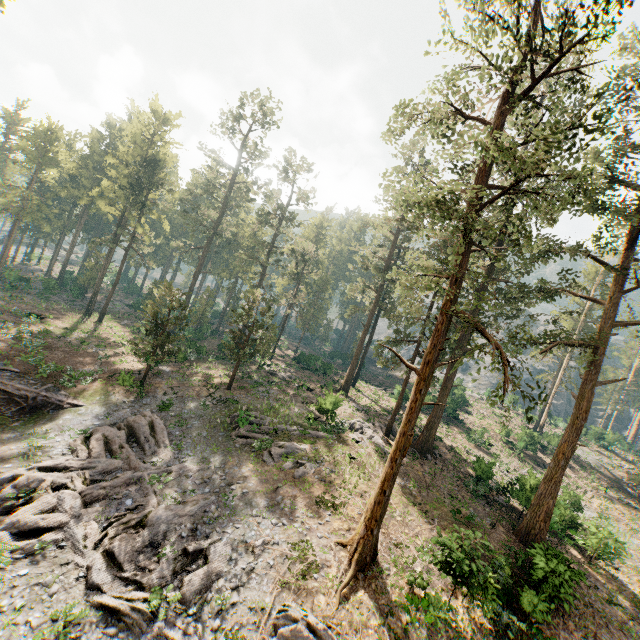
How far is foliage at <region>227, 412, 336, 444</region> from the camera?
23.7m

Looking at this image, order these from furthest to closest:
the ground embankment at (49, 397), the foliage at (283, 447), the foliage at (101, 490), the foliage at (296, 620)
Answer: the ground embankment at (49, 397), the foliage at (283, 447), the foliage at (101, 490), the foliage at (296, 620)

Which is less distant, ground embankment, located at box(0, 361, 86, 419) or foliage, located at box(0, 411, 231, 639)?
foliage, located at box(0, 411, 231, 639)

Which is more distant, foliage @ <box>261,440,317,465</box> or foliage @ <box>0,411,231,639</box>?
foliage @ <box>261,440,317,465</box>

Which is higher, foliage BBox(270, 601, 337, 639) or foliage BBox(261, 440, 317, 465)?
foliage BBox(261, 440, 317, 465)

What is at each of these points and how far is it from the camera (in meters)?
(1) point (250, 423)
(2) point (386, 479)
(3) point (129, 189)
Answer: (1) foliage, 25.61
(2) foliage, 16.09
(3) foliage, 44.25

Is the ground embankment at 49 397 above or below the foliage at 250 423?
below
